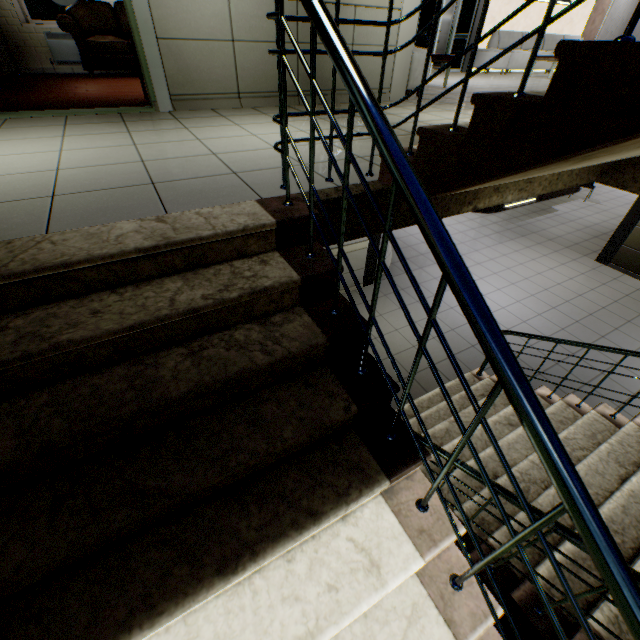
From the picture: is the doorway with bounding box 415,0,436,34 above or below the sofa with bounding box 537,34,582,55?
above

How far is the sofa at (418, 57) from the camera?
4.76m

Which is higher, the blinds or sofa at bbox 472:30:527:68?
the blinds

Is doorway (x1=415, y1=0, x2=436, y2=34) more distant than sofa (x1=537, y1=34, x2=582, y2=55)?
No

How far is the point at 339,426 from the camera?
1.48m

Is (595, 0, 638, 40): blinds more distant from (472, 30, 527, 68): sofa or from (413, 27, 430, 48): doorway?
(413, 27, 430, 48): doorway

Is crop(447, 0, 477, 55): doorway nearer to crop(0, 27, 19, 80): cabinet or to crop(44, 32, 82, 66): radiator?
crop(44, 32, 82, 66): radiator

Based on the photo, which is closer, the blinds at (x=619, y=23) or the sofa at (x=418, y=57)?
the sofa at (x=418, y=57)
